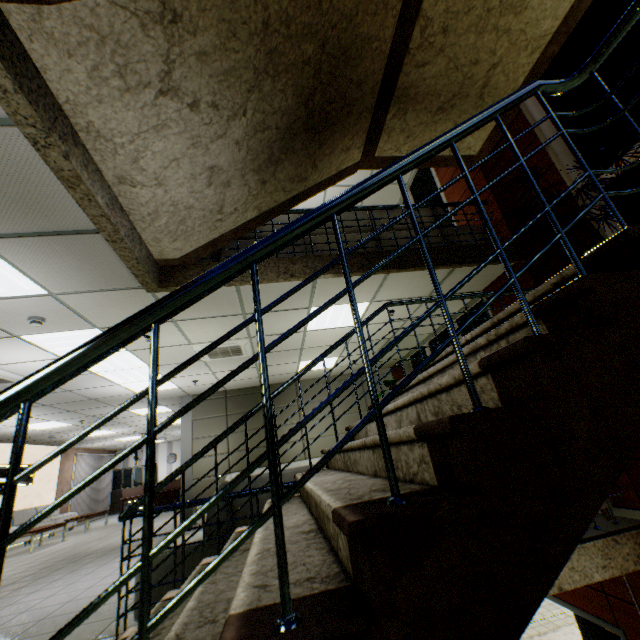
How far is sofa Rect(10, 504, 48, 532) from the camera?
10.77m

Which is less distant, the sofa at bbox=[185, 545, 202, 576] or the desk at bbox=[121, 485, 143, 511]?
the sofa at bbox=[185, 545, 202, 576]

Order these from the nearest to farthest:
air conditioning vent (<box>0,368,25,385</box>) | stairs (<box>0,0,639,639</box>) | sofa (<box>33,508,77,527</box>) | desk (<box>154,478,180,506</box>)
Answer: stairs (<box>0,0,639,639</box>)
air conditioning vent (<box>0,368,25,385</box>)
sofa (<box>33,508,77,527</box>)
desk (<box>154,478,180,506</box>)

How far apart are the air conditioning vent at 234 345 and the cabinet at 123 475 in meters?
15.5

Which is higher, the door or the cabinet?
the cabinet

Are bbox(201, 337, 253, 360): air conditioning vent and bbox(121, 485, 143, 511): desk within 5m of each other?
no

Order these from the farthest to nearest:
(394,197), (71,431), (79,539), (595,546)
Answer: (71,431) → (79,539) → (394,197) → (595,546)

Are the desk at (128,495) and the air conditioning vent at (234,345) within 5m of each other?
no
